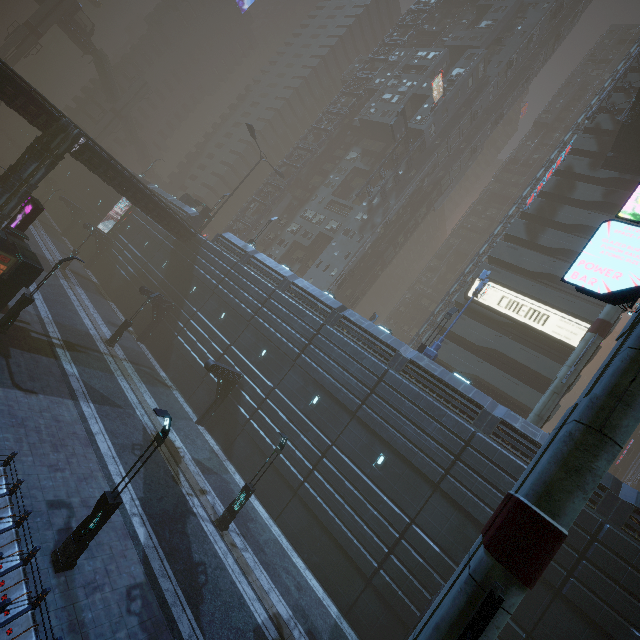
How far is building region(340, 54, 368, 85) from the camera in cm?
5722

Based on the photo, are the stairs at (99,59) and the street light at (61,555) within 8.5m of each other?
no

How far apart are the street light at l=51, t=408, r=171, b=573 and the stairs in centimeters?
7566cm

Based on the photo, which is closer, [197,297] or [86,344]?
[86,344]

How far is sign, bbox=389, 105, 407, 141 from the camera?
41.94m

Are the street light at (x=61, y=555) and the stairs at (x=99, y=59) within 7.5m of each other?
no

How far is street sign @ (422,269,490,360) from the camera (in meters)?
21.20

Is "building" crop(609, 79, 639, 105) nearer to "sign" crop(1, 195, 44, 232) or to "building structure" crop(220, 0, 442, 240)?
"building structure" crop(220, 0, 442, 240)
